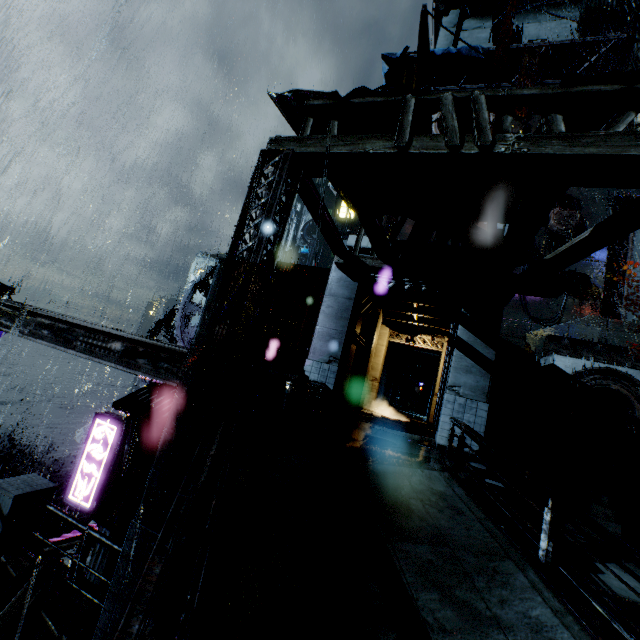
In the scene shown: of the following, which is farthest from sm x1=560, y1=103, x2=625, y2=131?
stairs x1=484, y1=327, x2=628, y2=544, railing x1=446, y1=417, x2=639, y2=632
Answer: stairs x1=484, y1=327, x2=628, y2=544

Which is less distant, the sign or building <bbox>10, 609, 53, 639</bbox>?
building <bbox>10, 609, 53, 639</bbox>

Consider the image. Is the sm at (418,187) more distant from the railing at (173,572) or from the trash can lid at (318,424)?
the trash can lid at (318,424)

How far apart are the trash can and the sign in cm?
693

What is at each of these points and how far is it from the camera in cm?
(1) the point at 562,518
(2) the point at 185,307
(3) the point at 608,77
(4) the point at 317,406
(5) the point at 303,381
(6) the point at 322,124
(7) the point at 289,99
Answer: (1) stairs, 1123
(2) gear, 2280
(3) sm, 509
(4) trash bag, 780
(5) trash can, 766
(6) sm, 785
(7) sm, 702

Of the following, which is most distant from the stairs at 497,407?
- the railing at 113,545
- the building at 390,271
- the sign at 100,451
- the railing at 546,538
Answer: the sign at 100,451

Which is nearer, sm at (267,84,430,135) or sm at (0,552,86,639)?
sm at (0,552,86,639)

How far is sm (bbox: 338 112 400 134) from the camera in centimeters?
698cm
